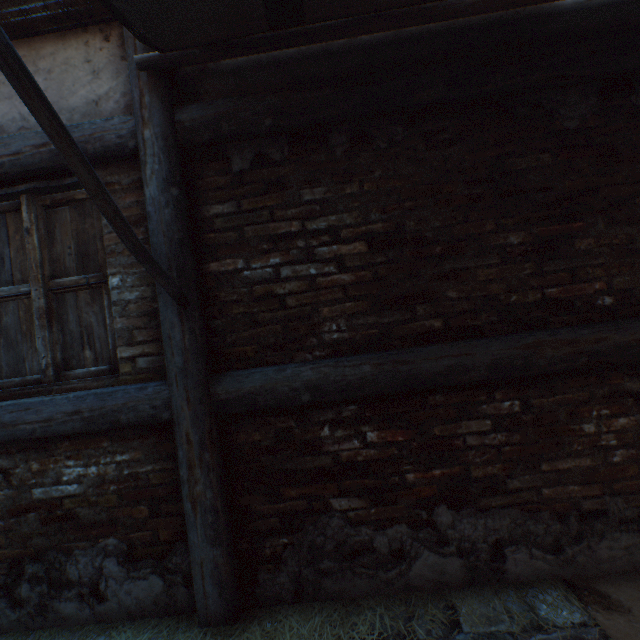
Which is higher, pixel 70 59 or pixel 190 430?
pixel 70 59

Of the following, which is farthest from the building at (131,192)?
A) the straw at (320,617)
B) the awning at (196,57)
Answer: the straw at (320,617)

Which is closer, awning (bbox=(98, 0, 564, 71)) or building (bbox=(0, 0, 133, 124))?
awning (bbox=(98, 0, 564, 71))

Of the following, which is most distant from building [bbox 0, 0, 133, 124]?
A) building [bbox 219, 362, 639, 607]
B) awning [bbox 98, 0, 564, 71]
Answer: building [bbox 219, 362, 639, 607]

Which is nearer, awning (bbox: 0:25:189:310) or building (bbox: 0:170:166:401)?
awning (bbox: 0:25:189:310)

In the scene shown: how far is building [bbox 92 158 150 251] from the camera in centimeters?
202cm
